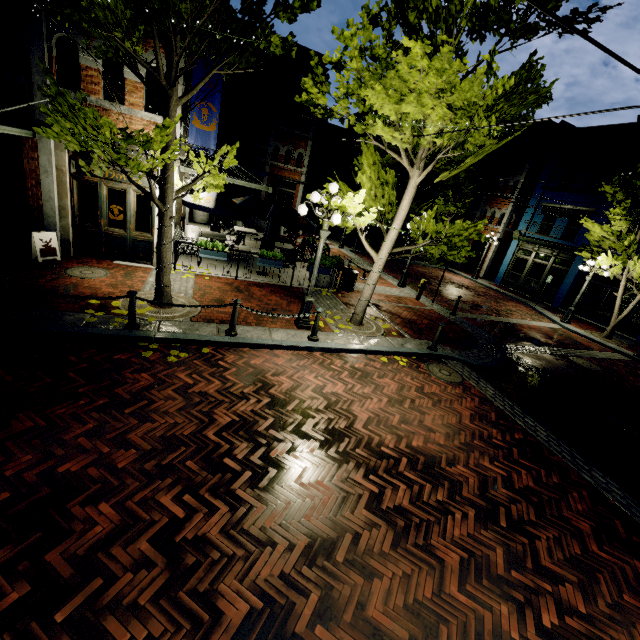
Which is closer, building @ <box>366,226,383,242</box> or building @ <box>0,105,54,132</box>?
building @ <box>0,105,54,132</box>

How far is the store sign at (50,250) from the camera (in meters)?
8.59

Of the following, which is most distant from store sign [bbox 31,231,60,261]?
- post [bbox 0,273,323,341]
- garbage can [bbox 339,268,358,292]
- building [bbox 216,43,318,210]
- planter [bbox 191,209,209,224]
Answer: building [bbox 216,43,318,210]

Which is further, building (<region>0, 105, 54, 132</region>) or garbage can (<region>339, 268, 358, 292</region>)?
garbage can (<region>339, 268, 358, 292</region>)

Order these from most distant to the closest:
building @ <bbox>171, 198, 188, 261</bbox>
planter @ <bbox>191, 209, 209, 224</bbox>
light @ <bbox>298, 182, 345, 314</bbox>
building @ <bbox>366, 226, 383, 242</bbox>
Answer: building @ <bbox>366, 226, 383, 242</bbox> < planter @ <bbox>191, 209, 209, 224</bbox> < building @ <bbox>171, 198, 188, 261</bbox> < light @ <bbox>298, 182, 345, 314</bbox>

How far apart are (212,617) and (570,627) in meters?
3.7

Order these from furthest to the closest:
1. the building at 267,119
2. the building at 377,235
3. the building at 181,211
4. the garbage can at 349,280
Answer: the building at 377,235 < the building at 267,119 < the garbage can at 349,280 < the building at 181,211

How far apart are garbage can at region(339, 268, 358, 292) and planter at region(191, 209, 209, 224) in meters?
11.2
